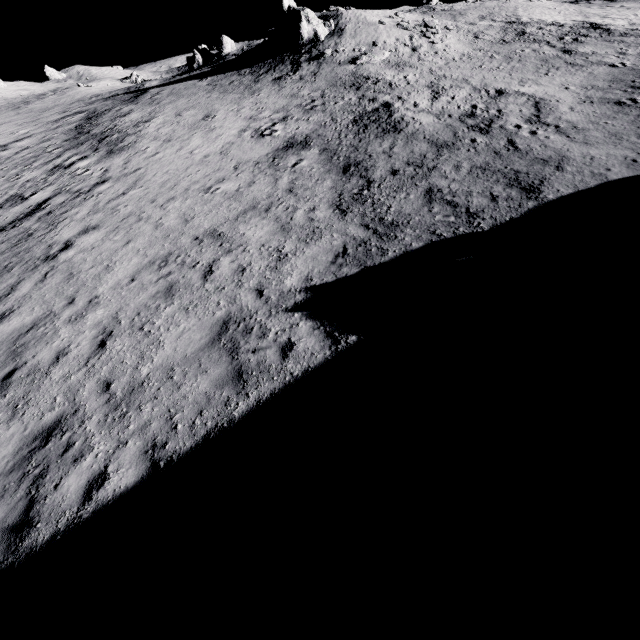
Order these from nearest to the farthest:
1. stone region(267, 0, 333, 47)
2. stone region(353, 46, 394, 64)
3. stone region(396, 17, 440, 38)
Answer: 1. stone region(353, 46, 394, 64)
2. stone region(396, 17, 440, 38)
3. stone region(267, 0, 333, 47)

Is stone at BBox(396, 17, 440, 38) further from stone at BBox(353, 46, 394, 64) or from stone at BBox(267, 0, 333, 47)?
stone at BBox(267, 0, 333, 47)

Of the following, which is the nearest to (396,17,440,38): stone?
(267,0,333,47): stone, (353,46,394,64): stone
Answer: (353,46,394,64): stone

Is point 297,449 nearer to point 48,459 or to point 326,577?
point 326,577

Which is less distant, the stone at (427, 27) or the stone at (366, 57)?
the stone at (366, 57)

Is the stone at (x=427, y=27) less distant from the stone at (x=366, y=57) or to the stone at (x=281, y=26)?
the stone at (x=366, y=57)
